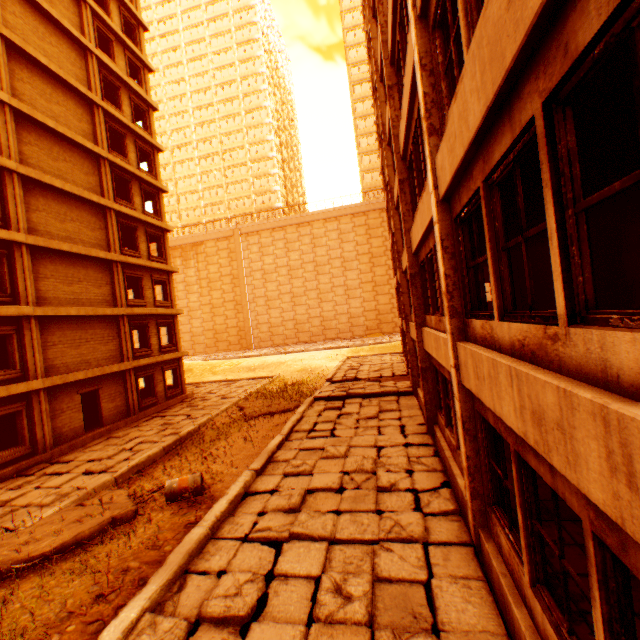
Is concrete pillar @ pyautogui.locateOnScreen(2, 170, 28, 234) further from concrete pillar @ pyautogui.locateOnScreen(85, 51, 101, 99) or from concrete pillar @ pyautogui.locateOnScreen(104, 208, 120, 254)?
concrete pillar @ pyautogui.locateOnScreen(85, 51, 101, 99)

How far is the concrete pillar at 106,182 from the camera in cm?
1828

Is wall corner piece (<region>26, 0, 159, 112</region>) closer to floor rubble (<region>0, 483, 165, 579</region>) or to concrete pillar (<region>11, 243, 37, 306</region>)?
concrete pillar (<region>11, 243, 37, 306</region>)

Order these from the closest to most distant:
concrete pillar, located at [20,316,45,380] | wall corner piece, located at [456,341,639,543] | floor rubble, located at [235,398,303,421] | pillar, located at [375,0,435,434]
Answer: wall corner piece, located at [456,341,639,543], pillar, located at [375,0,435,434], concrete pillar, located at [20,316,45,380], floor rubble, located at [235,398,303,421]

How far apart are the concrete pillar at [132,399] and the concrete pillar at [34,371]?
4.4 meters

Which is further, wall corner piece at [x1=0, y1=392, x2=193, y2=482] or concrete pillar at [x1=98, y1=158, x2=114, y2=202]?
concrete pillar at [x1=98, y1=158, x2=114, y2=202]

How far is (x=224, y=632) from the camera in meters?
4.4

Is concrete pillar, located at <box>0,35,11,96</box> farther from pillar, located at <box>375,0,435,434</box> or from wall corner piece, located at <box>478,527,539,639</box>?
wall corner piece, located at <box>478,527,539,639</box>
